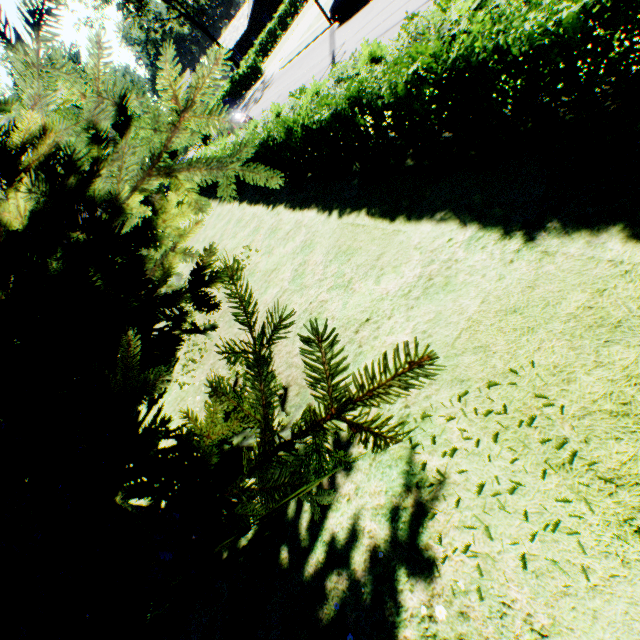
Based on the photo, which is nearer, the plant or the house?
the plant

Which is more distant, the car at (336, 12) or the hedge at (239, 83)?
the hedge at (239, 83)

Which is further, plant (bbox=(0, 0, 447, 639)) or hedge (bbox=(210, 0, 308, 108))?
hedge (bbox=(210, 0, 308, 108))

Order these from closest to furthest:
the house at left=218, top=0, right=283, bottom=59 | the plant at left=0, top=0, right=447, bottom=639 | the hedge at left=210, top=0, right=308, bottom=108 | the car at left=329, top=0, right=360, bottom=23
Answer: the plant at left=0, top=0, right=447, bottom=639, the car at left=329, top=0, right=360, bottom=23, the hedge at left=210, top=0, right=308, bottom=108, the house at left=218, top=0, right=283, bottom=59

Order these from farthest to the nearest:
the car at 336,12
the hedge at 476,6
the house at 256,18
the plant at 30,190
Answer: the house at 256,18 < the car at 336,12 < the hedge at 476,6 < the plant at 30,190

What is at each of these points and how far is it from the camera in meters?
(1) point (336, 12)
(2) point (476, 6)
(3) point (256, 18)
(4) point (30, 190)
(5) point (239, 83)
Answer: (1) car, 18.7 m
(2) hedge, 3.8 m
(3) house, 53.3 m
(4) plant, 2.6 m
(5) hedge, 43.7 m

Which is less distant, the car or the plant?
the plant

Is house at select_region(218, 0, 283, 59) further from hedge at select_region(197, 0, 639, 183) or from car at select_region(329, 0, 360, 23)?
hedge at select_region(197, 0, 639, 183)
